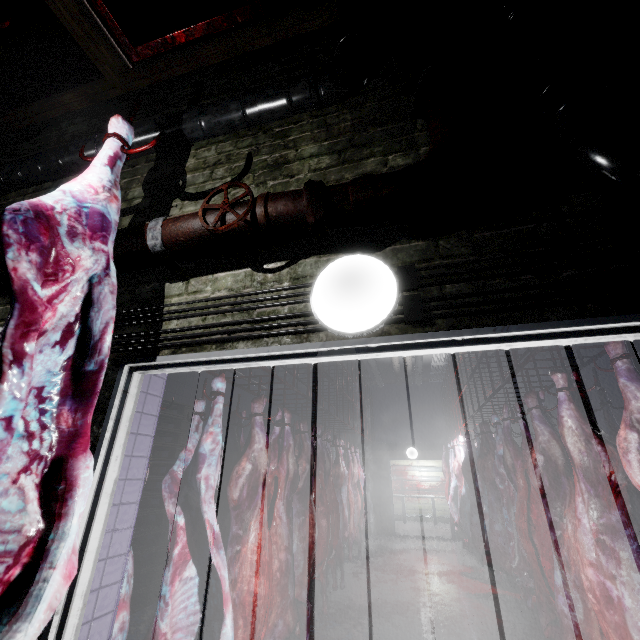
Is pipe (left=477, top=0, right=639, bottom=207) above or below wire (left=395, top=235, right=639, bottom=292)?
above

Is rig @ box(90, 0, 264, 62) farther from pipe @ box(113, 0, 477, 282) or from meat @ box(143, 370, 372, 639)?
meat @ box(143, 370, 372, 639)

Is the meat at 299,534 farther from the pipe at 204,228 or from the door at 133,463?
the pipe at 204,228

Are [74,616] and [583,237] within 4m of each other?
yes

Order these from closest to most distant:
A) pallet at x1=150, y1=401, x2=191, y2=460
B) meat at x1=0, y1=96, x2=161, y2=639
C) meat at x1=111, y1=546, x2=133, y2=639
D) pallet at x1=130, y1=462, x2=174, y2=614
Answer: meat at x1=0, y1=96, x2=161, y2=639, meat at x1=111, y1=546, x2=133, y2=639, pallet at x1=130, y1=462, x2=174, y2=614, pallet at x1=150, y1=401, x2=191, y2=460

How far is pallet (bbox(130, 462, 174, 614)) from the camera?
4.05m

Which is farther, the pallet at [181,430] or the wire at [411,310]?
the pallet at [181,430]

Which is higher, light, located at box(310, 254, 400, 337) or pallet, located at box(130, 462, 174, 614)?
light, located at box(310, 254, 400, 337)
